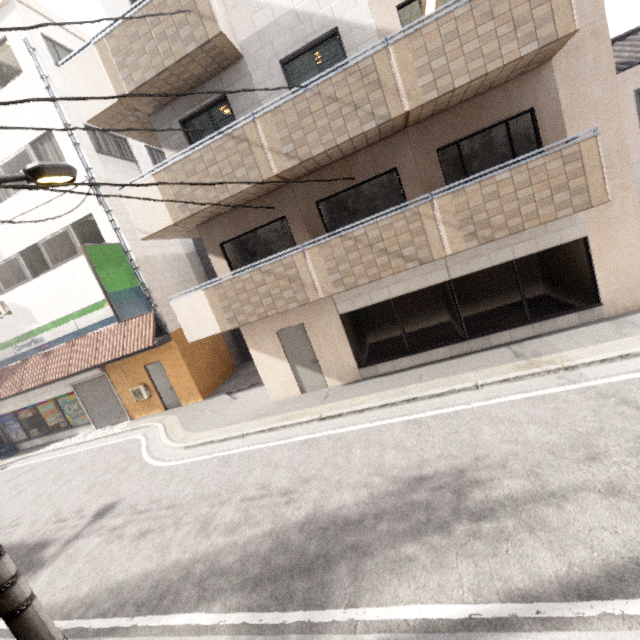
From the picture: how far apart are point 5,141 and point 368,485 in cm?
1664

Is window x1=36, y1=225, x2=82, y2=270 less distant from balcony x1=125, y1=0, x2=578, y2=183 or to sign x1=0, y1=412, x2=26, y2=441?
balcony x1=125, y1=0, x2=578, y2=183

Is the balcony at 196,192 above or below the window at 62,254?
below

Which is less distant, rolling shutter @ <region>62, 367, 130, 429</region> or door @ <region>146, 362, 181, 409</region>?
door @ <region>146, 362, 181, 409</region>

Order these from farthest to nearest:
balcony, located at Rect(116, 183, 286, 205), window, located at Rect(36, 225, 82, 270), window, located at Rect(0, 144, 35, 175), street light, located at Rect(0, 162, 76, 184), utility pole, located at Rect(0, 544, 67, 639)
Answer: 1. window, located at Rect(36, 225, 82, 270)
2. window, located at Rect(0, 144, 35, 175)
3. balcony, located at Rect(116, 183, 286, 205)
4. street light, located at Rect(0, 162, 76, 184)
5. utility pole, located at Rect(0, 544, 67, 639)

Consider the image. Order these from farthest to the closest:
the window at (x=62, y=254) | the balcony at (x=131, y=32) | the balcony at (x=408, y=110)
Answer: the window at (x=62, y=254) → the balcony at (x=131, y=32) → the balcony at (x=408, y=110)

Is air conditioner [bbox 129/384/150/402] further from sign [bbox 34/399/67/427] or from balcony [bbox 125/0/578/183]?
balcony [bbox 125/0/578/183]

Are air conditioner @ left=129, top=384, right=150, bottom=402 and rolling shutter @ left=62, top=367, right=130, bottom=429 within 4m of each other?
A: yes
